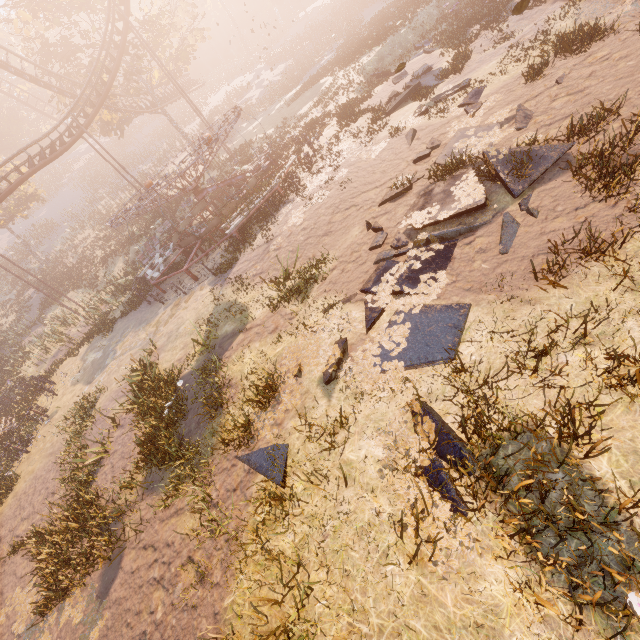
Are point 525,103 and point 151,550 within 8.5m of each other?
no

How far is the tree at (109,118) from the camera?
30.72m

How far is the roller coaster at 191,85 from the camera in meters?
39.1

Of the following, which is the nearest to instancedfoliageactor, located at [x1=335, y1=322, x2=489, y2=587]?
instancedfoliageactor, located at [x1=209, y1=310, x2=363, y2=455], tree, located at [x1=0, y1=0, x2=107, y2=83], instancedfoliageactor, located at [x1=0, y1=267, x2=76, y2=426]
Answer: instancedfoliageactor, located at [x1=209, y1=310, x2=363, y2=455]

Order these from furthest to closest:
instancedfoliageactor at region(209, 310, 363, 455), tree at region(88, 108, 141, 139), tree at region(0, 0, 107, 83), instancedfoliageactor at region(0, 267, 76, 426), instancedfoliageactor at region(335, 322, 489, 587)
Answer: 1. tree at region(88, 108, 141, 139)
2. tree at region(0, 0, 107, 83)
3. instancedfoliageactor at region(0, 267, 76, 426)
4. instancedfoliageactor at region(209, 310, 363, 455)
5. instancedfoliageactor at region(335, 322, 489, 587)

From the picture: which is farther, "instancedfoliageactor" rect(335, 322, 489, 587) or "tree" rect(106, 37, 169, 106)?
"tree" rect(106, 37, 169, 106)

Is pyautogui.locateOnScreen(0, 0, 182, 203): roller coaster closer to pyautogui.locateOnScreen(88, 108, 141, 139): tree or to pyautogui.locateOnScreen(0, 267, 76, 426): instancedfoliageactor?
pyautogui.locateOnScreen(88, 108, 141, 139): tree

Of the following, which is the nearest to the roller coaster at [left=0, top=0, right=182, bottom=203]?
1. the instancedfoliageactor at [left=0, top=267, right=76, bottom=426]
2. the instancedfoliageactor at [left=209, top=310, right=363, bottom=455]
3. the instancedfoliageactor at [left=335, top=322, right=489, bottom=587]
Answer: the instancedfoliageactor at [left=0, top=267, right=76, bottom=426]
